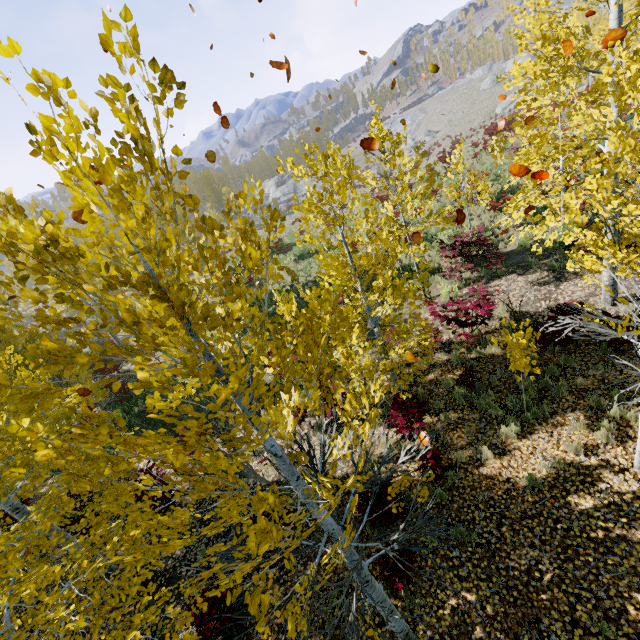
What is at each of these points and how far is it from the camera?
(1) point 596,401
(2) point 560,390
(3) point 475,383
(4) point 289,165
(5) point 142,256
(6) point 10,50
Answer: (1) instancedfoliageactor, 6.4 meters
(2) instancedfoliageactor, 6.9 meters
(3) instancedfoliageactor, 8.0 meters
(4) instancedfoliageactor, 6.0 meters
(5) instancedfoliageactor, 1.8 meters
(6) instancedfoliageactor, 1.2 meters

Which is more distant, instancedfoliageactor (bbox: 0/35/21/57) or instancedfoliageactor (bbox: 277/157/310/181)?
instancedfoliageactor (bbox: 277/157/310/181)

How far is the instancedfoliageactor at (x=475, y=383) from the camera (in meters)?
7.36

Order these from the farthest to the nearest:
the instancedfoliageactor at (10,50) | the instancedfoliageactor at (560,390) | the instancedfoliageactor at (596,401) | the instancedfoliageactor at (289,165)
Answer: the instancedfoliageactor at (560,390)
the instancedfoliageactor at (289,165)
the instancedfoliageactor at (596,401)
the instancedfoliageactor at (10,50)

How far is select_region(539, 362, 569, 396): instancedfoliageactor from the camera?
6.95m

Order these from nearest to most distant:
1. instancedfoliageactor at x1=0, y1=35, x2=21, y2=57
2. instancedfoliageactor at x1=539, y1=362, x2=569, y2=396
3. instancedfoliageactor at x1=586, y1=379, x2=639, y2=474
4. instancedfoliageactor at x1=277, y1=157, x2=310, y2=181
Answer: instancedfoliageactor at x1=0, y1=35, x2=21, y2=57 → instancedfoliageactor at x1=586, y1=379, x2=639, y2=474 → instancedfoliageactor at x1=277, y1=157, x2=310, y2=181 → instancedfoliageactor at x1=539, y1=362, x2=569, y2=396
